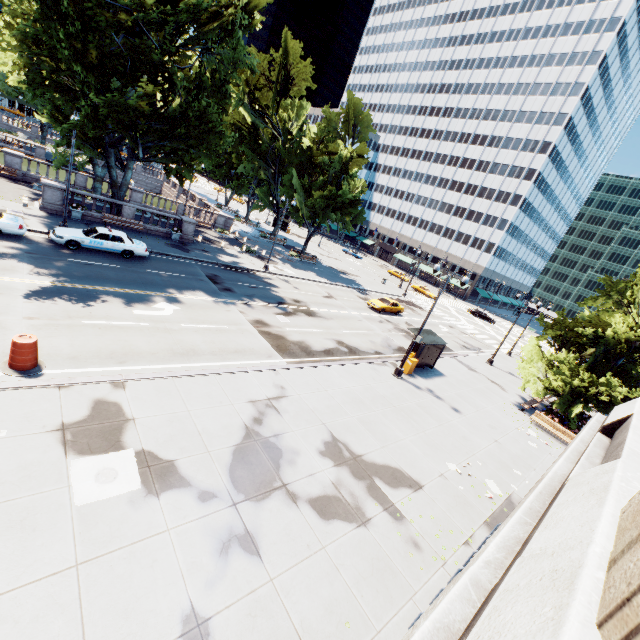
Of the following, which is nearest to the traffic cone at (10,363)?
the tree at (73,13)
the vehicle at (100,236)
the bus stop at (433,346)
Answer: the tree at (73,13)

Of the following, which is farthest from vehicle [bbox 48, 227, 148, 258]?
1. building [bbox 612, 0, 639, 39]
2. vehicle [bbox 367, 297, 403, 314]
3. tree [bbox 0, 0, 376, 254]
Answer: building [bbox 612, 0, 639, 39]

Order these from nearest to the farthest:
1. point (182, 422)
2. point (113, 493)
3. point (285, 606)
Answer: point (285, 606), point (113, 493), point (182, 422)

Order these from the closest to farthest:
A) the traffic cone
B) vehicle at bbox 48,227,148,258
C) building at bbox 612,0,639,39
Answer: the traffic cone → vehicle at bbox 48,227,148,258 → building at bbox 612,0,639,39

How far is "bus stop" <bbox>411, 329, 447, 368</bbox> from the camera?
21.6m

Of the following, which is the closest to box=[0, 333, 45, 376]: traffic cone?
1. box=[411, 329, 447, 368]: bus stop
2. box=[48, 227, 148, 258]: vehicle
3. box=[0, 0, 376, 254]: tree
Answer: box=[0, 0, 376, 254]: tree

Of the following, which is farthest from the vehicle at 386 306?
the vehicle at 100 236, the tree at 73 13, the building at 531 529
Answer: the building at 531 529

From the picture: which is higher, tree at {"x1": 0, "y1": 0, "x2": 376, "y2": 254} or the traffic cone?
tree at {"x1": 0, "y1": 0, "x2": 376, "y2": 254}
